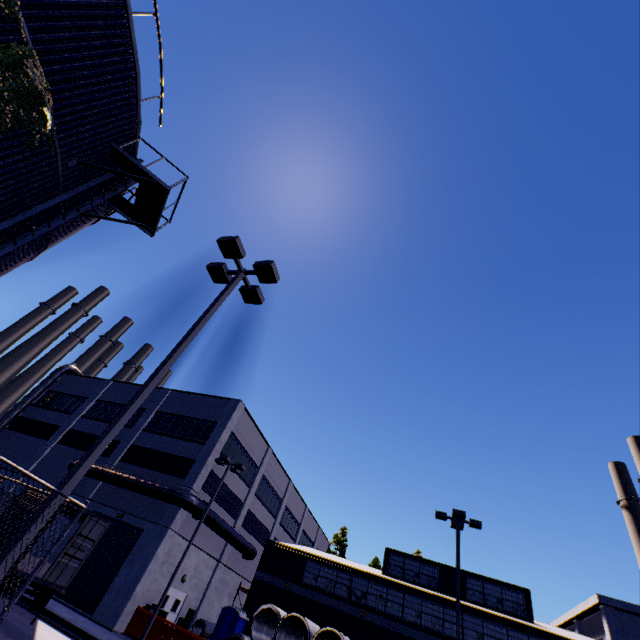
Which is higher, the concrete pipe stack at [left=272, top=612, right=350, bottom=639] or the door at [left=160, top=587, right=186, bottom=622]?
the concrete pipe stack at [left=272, top=612, right=350, bottom=639]

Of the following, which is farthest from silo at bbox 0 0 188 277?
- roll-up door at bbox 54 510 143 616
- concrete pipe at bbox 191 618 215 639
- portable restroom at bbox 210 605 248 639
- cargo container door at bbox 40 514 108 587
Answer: concrete pipe at bbox 191 618 215 639

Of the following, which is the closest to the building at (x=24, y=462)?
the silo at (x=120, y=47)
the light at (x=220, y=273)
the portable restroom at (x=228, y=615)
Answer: the silo at (x=120, y=47)

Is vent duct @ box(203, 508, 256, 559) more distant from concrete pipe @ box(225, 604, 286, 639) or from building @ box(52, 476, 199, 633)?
concrete pipe @ box(225, 604, 286, 639)

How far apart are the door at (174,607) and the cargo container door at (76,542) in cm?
1193

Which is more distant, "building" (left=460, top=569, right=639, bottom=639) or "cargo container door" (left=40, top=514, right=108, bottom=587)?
"building" (left=460, top=569, right=639, bottom=639)

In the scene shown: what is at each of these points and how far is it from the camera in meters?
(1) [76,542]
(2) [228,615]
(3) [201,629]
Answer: (1) cargo container door, 12.2
(2) portable restroom, 21.5
(3) concrete pipe, 22.7

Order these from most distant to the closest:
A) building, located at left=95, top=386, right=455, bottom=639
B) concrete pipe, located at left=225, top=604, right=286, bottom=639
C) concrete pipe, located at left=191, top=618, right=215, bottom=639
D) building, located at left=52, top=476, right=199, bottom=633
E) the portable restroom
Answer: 1. building, located at left=95, top=386, right=455, bottom=639
2. concrete pipe, located at left=191, top=618, right=215, bottom=639
3. the portable restroom
4. concrete pipe, located at left=225, top=604, right=286, bottom=639
5. building, located at left=52, top=476, right=199, bottom=633
